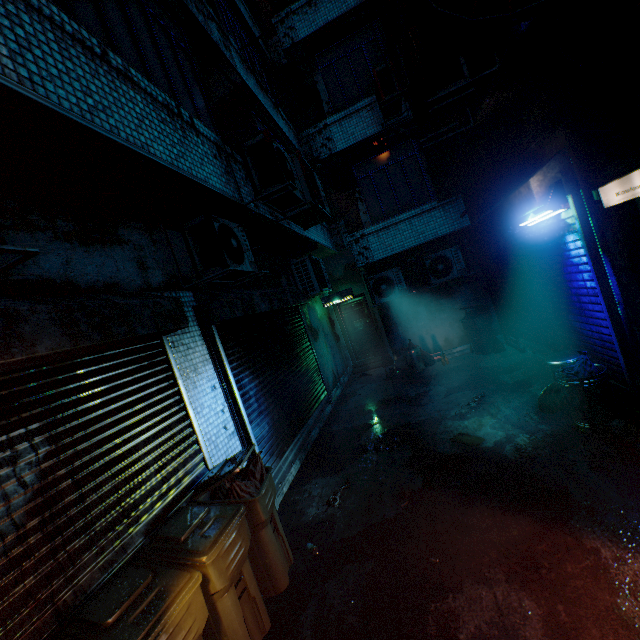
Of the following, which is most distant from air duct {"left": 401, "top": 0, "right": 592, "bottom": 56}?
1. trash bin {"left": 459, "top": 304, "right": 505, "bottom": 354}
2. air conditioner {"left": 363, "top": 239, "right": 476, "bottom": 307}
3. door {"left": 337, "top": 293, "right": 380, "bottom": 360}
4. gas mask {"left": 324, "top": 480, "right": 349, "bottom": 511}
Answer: door {"left": 337, "top": 293, "right": 380, "bottom": 360}

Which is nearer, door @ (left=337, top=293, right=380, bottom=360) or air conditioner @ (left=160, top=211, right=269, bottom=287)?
air conditioner @ (left=160, top=211, right=269, bottom=287)

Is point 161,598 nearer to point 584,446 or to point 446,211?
point 584,446

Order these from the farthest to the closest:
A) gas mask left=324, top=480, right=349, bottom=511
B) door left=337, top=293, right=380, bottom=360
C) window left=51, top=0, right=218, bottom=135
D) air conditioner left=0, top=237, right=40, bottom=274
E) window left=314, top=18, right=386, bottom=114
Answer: door left=337, top=293, right=380, bottom=360, window left=314, top=18, right=386, bottom=114, gas mask left=324, top=480, right=349, bottom=511, window left=51, top=0, right=218, bottom=135, air conditioner left=0, top=237, right=40, bottom=274

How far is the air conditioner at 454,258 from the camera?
7.5m

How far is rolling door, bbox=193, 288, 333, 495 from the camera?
4.1 meters

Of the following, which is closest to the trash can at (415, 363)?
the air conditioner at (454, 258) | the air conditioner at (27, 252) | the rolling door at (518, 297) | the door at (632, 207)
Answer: the air conditioner at (454, 258)

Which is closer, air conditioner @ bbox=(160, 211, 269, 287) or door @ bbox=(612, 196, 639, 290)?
door @ bbox=(612, 196, 639, 290)
